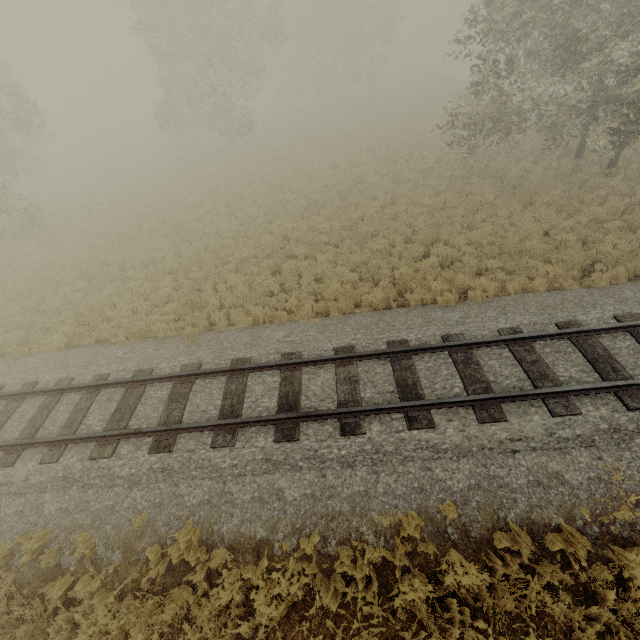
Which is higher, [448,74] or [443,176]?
[443,176]
